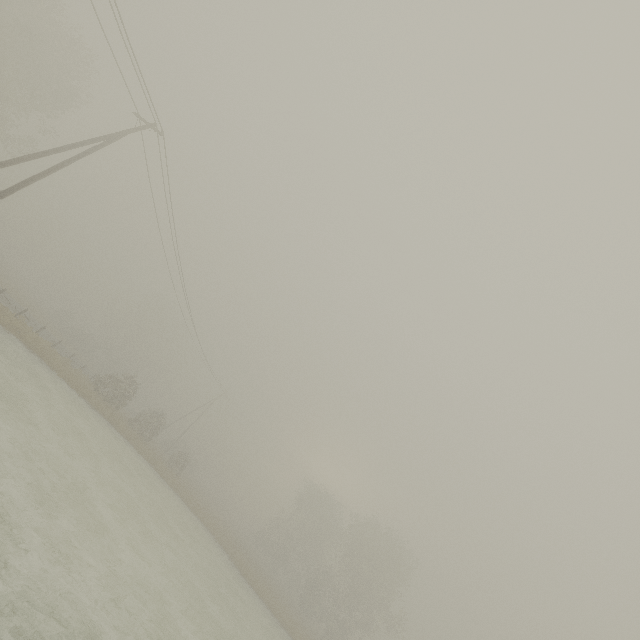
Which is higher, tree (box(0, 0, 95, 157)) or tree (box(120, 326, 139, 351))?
tree (box(0, 0, 95, 157))

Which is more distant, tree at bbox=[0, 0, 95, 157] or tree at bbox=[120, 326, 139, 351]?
tree at bbox=[120, 326, 139, 351]

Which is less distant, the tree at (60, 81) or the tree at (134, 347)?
the tree at (60, 81)

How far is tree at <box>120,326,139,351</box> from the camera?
57.8m

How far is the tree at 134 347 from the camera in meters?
57.8

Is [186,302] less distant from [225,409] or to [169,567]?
[169,567]
